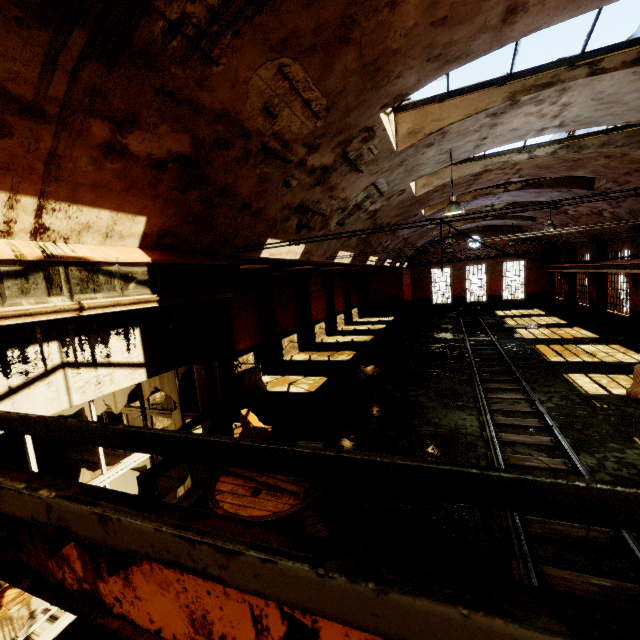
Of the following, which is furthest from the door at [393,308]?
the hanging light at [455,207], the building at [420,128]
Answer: the hanging light at [455,207]

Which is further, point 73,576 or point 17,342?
point 17,342

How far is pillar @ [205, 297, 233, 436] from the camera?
5.7 meters

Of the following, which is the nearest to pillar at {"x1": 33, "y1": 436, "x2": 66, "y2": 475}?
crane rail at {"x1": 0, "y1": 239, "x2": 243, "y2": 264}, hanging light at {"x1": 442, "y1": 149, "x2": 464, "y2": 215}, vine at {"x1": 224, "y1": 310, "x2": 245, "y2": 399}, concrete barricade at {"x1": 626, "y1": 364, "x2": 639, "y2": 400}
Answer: vine at {"x1": 224, "y1": 310, "x2": 245, "y2": 399}

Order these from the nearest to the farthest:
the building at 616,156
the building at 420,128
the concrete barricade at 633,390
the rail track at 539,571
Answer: the building at 420,128
the rail track at 539,571
the concrete barricade at 633,390
the building at 616,156

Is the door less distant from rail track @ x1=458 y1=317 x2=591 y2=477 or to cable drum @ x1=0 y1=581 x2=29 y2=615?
rail track @ x1=458 y1=317 x2=591 y2=477

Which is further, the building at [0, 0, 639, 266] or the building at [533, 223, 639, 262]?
the building at [533, 223, 639, 262]

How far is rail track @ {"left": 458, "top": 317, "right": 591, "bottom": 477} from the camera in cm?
682
